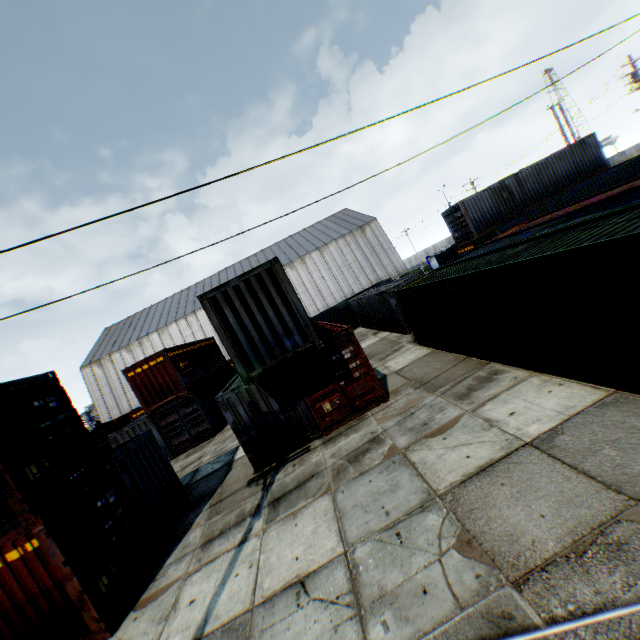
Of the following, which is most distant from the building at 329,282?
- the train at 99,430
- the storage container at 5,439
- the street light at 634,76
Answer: the storage container at 5,439

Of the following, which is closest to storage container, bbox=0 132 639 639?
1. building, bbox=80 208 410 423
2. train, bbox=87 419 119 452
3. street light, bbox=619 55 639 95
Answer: train, bbox=87 419 119 452

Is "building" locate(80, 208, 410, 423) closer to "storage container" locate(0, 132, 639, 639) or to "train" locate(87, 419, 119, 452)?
"train" locate(87, 419, 119, 452)

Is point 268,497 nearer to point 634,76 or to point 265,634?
point 265,634

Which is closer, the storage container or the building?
the storage container

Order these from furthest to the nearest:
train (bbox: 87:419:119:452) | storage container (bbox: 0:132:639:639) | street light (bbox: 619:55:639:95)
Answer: street light (bbox: 619:55:639:95) → train (bbox: 87:419:119:452) → storage container (bbox: 0:132:639:639)

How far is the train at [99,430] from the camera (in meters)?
21.66
